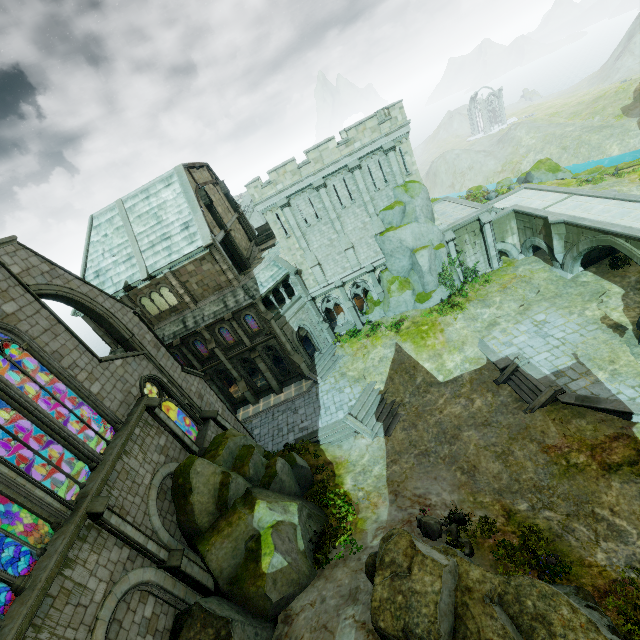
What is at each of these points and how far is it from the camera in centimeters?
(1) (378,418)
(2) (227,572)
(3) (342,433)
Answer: (1) stair, 2373cm
(2) rock, 1377cm
(3) stair, 2366cm

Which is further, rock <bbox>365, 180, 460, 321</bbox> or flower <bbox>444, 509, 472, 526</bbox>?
rock <bbox>365, 180, 460, 321</bbox>

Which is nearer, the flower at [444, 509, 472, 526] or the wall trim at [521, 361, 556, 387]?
the flower at [444, 509, 472, 526]

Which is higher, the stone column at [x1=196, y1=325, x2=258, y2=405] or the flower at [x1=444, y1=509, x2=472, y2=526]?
the stone column at [x1=196, y1=325, x2=258, y2=405]

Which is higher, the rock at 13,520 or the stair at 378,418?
the rock at 13,520

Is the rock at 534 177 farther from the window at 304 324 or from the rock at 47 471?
the rock at 47 471

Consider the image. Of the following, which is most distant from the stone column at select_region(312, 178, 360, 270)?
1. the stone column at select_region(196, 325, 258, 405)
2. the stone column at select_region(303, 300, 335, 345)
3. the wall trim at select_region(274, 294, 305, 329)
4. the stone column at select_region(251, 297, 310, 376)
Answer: the stone column at select_region(196, 325, 258, 405)

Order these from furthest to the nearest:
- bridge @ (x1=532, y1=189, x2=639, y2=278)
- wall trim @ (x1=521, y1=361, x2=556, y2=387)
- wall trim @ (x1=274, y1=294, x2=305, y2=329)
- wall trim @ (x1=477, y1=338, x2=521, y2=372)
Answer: wall trim @ (x1=274, y1=294, x2=305, y2=329), wall trim @ (x1=477, y1=338, x2=521, y2=372), bridge @ (x1=532, y1=189, x2=639, y2=278), wall trim @ (x1=521, y1=361, x2=556, y2=387)
